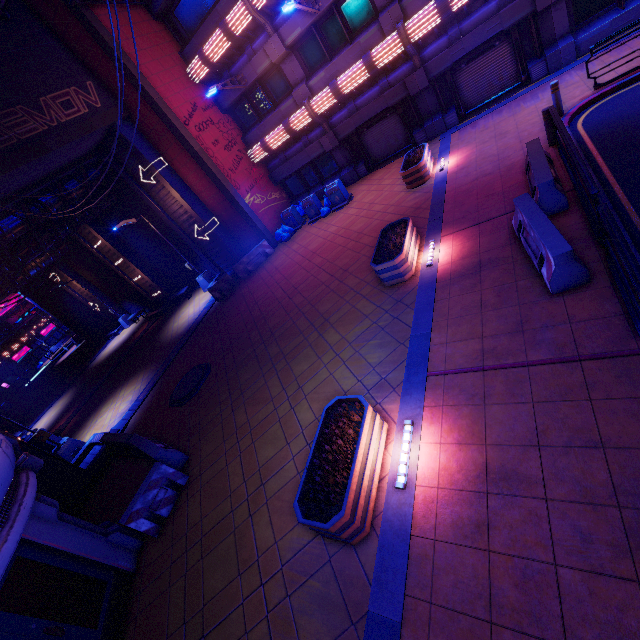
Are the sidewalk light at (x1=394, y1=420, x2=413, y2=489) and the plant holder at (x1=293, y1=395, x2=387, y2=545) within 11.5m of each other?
yes

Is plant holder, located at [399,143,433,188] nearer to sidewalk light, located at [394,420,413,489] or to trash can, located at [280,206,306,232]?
trash can, located at [280,206,306,232]

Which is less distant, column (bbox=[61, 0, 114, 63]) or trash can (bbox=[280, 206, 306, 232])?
column (bbox=[61, 0, 114, 63])

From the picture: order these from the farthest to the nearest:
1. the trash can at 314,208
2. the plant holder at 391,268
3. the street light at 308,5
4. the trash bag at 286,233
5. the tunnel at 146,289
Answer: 1. the tunnel at 146,289
2. the trash bag at 286,233
3. the trash can at 314,208
4. the street light at 308,5
5. the plant holder at 391,268

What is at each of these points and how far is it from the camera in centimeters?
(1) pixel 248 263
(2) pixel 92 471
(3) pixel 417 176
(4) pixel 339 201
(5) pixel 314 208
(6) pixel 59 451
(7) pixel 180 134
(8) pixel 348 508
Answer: (1) fence, 1828cm
(2) tunnel, 1190cm
(3) plant holder, 1274cm
(4) trash can, 1708cm
(5) trash can, 1783cm
(6) street light, 1362cm
(7) column, 1551cm
(8) plant holder, 473cm

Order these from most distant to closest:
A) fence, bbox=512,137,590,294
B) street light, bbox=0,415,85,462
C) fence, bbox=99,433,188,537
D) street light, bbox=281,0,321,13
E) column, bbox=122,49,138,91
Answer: column, bbox=122,49,138,91 < street light, bbox=0,415,85,462 < street light, bbox=281,0,321,13 < fence, bbox=99,433,188,537 < fence, bbox=512,137,590,294

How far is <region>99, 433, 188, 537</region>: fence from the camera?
7.8m

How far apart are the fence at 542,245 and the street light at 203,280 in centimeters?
1769cm
